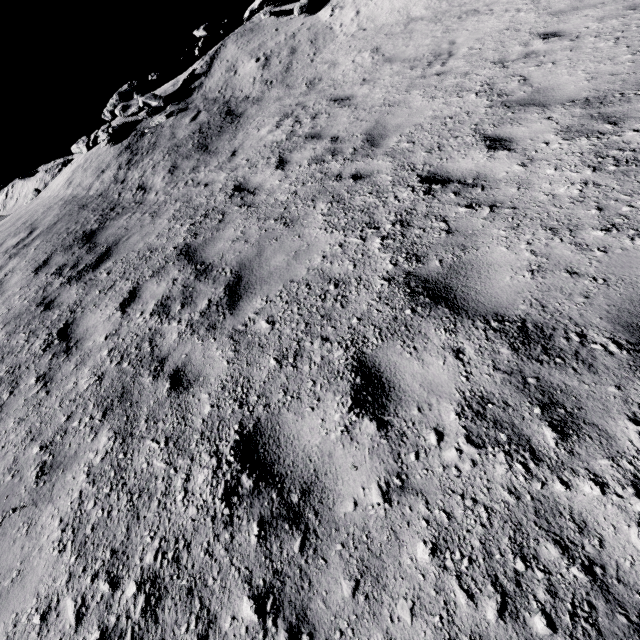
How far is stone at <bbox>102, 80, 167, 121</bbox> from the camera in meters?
12.9 m

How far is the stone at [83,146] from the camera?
12.59m

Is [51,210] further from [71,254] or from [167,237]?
[167,237]

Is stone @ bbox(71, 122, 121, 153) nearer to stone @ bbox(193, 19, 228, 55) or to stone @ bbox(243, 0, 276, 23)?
stone @ bbox(193, 19, 228, 55)

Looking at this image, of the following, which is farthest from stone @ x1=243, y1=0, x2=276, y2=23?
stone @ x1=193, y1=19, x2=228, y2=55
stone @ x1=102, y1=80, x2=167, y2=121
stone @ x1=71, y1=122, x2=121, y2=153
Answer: stone @ x1=71, y1=122, x2=121, y2=153

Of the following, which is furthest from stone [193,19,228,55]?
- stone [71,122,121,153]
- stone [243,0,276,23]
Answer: stone [71,122,121,153]

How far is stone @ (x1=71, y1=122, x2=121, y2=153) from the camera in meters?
12.6 m

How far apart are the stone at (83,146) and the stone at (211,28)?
6.49m
